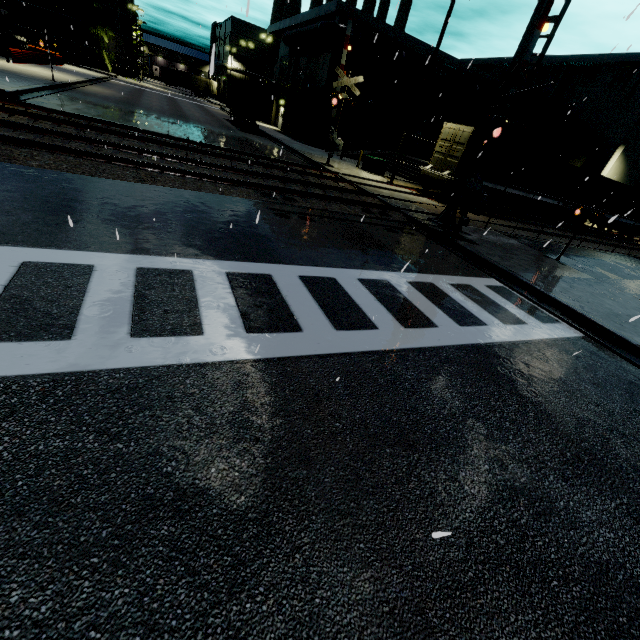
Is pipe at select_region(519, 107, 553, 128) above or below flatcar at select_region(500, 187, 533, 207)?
above

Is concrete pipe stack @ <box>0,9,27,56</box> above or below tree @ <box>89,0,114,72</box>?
below

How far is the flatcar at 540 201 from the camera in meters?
22.9

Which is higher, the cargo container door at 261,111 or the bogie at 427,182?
the cargo container door at 261,111

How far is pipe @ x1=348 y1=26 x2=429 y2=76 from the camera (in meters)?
27.06

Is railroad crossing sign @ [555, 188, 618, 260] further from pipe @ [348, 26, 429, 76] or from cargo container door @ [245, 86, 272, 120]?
cargo container door @ [245, 86, 272, 120]

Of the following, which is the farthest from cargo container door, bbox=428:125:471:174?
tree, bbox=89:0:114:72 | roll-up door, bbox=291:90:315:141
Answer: tree, bbox=89:0:114:72

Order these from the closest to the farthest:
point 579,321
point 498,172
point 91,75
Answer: point 579,321 → point 498,172 → point 91,75
